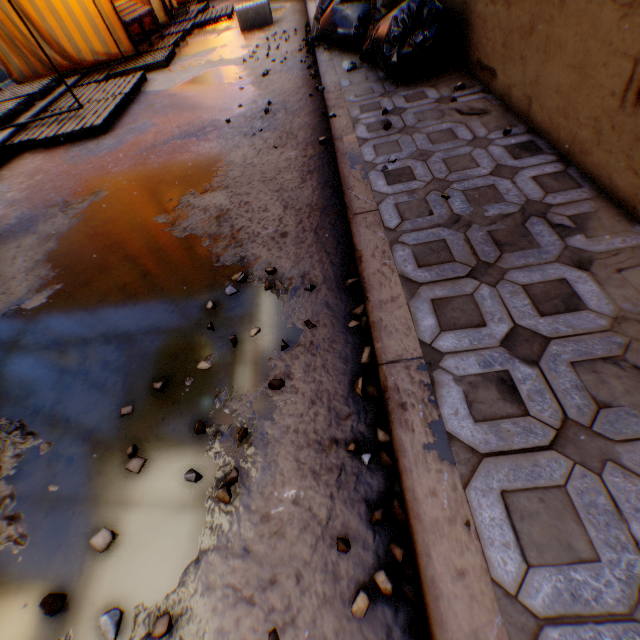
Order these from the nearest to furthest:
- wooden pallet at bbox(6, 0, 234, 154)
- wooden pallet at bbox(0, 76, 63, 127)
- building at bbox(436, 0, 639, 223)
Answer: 1. building at bbox(436, 0, 639, 223)
2. wooden pallet at bbox(6, 0, 234, 154)
3. wooden pallet at bbox(0, 76, 63, 127)

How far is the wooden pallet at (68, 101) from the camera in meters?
5.4

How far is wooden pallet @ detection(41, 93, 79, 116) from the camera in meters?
5.4

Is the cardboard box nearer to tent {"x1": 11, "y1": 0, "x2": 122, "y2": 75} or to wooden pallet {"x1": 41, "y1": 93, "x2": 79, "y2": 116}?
tent {"x1": 11, "y1": 0, "x2": 122, "y2": 75}

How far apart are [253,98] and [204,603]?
5.24m

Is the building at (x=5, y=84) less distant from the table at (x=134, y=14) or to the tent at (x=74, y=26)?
the tent at (x=74, y=26)

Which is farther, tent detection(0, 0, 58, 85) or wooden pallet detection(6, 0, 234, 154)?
tent detection(0, 0, 58, 85)

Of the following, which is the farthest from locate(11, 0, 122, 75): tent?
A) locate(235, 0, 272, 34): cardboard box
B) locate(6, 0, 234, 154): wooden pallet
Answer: locate(235, 0, 272, 34): cardboard box
